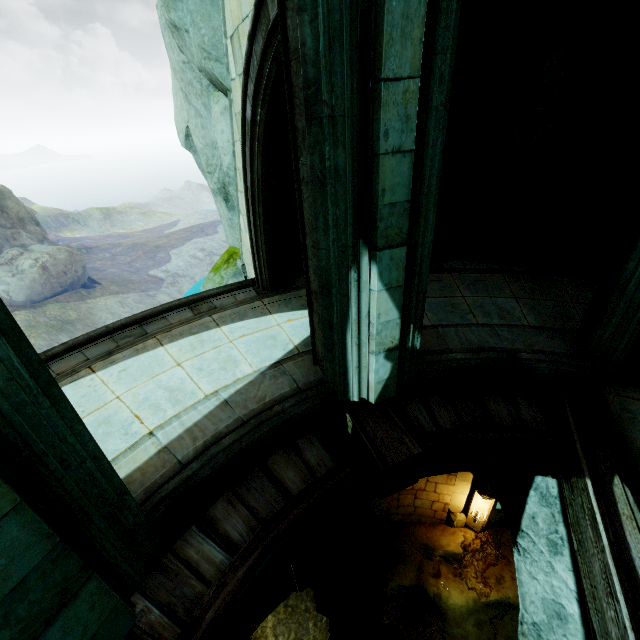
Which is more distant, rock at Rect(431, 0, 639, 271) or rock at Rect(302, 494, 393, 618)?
rock at Rect(302, 494, 393, 618)

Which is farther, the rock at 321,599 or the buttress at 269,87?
the rock at 321,599

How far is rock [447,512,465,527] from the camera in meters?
10.5 m

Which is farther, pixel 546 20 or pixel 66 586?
pixel 546 20

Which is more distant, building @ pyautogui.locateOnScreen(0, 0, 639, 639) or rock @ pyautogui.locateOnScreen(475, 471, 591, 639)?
rock @ pyautogui.locateOnScreen(475, 471, 591, 639)

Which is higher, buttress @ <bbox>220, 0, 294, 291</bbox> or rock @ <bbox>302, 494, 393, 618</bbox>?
buttress @ <bbox>220, 0, 294, 291</bbox>

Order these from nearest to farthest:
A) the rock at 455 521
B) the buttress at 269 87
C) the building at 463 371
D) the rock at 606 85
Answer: the building at 463 371
the buttress at 269 87
the rock at 606 85
the rock at 455 521
